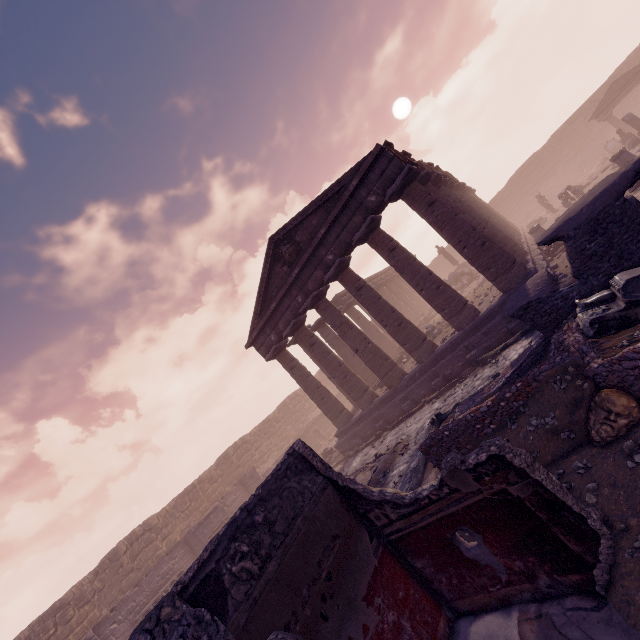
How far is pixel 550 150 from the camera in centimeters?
3278cm

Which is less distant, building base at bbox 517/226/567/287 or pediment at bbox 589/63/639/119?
building base at bbox 517/226/567/287

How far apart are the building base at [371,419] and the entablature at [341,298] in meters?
5.3 m

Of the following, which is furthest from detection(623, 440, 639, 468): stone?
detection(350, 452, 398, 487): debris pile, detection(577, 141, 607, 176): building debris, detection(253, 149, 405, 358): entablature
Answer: detection(577, 141, 607, 176): building debris

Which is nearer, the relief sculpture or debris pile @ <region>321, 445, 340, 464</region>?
the relief sculpture

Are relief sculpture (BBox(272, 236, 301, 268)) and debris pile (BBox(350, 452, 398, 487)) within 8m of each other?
no

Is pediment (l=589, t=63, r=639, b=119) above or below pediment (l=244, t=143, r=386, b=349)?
below
